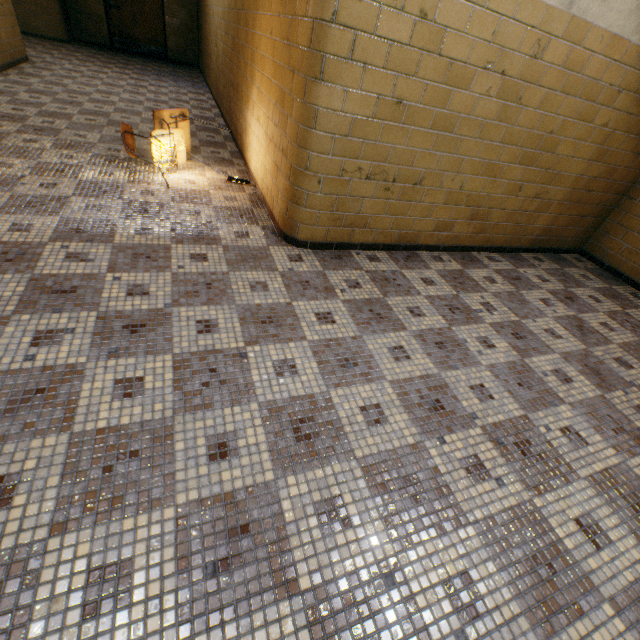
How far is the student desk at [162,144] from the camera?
3.36m

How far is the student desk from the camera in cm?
336

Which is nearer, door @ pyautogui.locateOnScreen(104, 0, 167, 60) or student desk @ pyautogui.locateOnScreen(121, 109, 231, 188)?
student desk @ pyautogui.locateOnScreen(121, 109, 231, 188)

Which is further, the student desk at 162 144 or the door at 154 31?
the door at 154 31

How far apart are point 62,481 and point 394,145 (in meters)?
2.92
